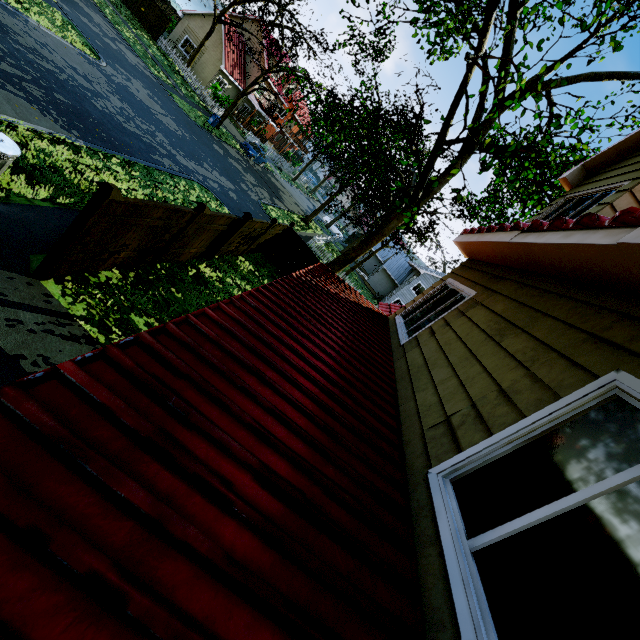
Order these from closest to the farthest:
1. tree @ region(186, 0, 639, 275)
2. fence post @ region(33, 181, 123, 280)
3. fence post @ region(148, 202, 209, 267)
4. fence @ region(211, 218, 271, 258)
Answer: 1. fence post @ region(33, 181, 123, 280)
2. tree @ region(186, 0, 639, 275)
3. fence post @ region(148, 202, 209, 267)
4. fence @ region(211, 218, 271, 258)

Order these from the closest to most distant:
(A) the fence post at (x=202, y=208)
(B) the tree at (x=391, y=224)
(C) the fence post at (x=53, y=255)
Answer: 1. (C) the fence post at (x=53, y=255)
2. (B) the tree at (x=391, y=224)
3. (A) the fence post at (x=202, y=208)

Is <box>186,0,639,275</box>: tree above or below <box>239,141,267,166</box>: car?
above

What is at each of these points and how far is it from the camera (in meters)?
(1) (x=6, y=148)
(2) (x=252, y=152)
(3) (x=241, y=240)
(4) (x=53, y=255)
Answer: (1) trash can, 5.65
(2) car, 31.55
(3) fence, 12.16
(4) fence post, 5.46

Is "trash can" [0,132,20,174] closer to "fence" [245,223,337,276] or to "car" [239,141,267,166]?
"fence" [245,223,337,276]

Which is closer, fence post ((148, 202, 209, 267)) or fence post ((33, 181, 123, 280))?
fence post ((33, 181, 123, 280))

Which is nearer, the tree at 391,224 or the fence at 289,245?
the tree at 391,224
